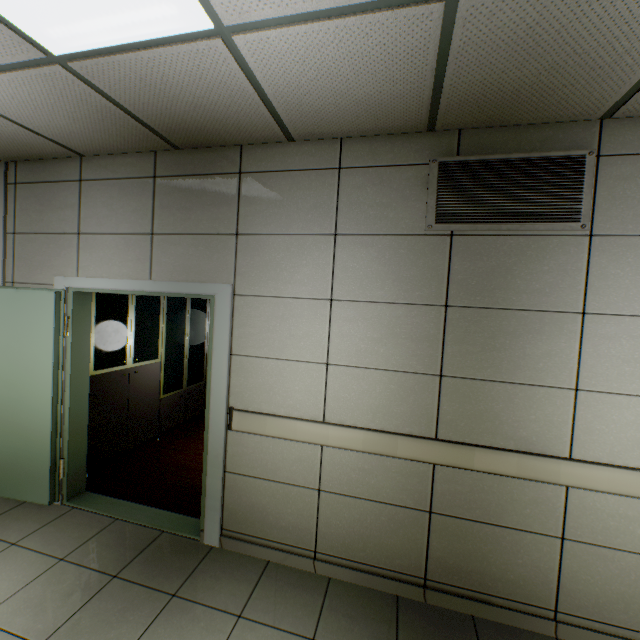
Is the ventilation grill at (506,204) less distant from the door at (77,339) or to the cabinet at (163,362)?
the door at (77,339)

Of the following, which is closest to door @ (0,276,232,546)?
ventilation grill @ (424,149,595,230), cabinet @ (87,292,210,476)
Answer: cabinet @ (87,292,210,476)

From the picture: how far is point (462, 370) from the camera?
2.2 meters

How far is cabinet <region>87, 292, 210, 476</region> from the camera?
3.6m

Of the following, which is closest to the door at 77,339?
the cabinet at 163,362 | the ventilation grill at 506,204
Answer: the cabinet at 163,362

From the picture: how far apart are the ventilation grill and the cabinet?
3.40m

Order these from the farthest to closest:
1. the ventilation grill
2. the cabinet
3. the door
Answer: the cabinet, the door, the ventilation grill
